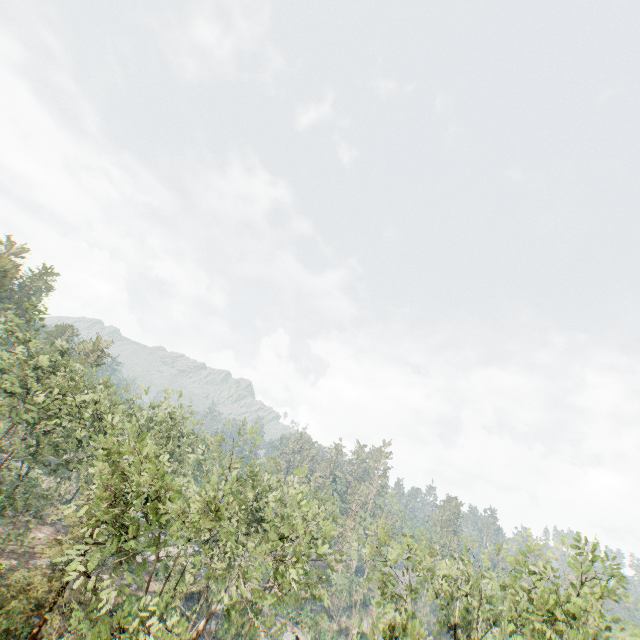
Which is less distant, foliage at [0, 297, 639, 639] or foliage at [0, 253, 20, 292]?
foliage at [0, 297, 639, 639]

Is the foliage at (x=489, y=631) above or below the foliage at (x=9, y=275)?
below

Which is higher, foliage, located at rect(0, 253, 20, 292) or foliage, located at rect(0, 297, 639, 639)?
foliage, located at rect(0, 253, 20, 292)

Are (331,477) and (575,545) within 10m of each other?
no

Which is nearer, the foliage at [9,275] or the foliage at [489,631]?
the foliage at [489,631]
